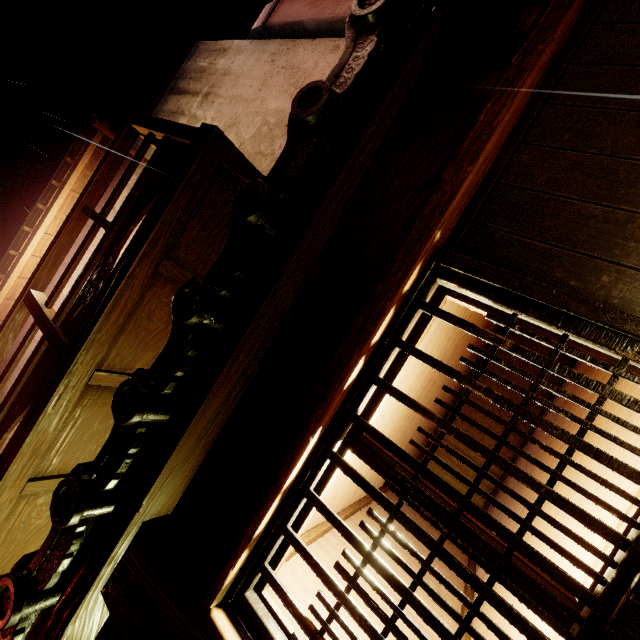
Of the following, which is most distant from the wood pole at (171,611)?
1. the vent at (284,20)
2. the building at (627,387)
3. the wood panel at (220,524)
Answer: the vent at (284,20)

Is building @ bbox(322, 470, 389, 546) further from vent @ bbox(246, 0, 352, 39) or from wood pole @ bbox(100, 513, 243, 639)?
vent @ bbox(246, 0, 352, 39)

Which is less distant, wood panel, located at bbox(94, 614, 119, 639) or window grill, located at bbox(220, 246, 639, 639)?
window grill, located at bbox(220, 246, 639, 639)

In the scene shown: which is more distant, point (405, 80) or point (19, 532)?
point (19, 532)

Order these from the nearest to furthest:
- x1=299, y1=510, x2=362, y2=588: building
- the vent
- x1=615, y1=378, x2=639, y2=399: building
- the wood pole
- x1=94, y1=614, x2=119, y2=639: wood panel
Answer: the wood pole → x1=94, y1=614, x2=119, y2=639: wood panel → x1=615, y1=378, x2=639, y2=399: building → x1=299, y1=510, x2=362, y2=588: building → the vent

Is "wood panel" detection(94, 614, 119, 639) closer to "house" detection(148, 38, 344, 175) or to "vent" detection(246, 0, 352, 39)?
"house" detection(148, 38, 344, 175)

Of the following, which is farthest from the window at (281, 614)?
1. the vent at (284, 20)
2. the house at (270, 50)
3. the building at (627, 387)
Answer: the vent at (284, 20)

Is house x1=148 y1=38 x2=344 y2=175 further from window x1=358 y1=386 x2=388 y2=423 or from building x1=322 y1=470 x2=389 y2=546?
window x1=358 y1=386 x2=388 y2=423
